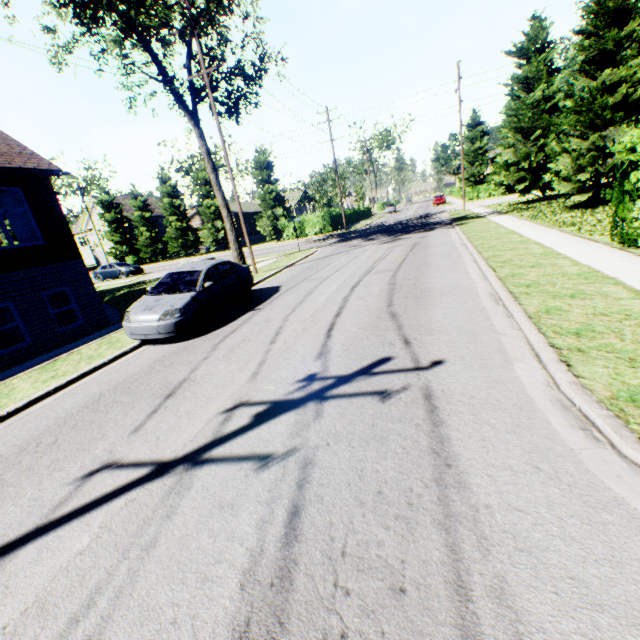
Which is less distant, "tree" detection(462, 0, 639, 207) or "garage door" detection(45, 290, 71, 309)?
"tree" detection(462, 0, 639, 207)

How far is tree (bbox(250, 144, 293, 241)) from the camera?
36.38m

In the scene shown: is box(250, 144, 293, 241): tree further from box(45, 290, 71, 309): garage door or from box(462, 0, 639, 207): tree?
box(462, 0, 639, 207): tree

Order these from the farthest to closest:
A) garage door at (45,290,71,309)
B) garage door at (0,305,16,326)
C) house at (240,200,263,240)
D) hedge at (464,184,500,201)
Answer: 1. house at (240,200,263,240)
2. hedge at (464,184,500,201)
3. garage door at (0,305,16,326)
4. garage door at (45,290,71,309)

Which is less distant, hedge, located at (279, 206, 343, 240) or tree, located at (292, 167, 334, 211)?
hedge, located at (279, 206, 343, 240)

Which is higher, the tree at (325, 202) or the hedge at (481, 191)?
the tree at (325, 202)

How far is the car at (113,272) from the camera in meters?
30.2

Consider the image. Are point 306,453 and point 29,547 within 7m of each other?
yes
